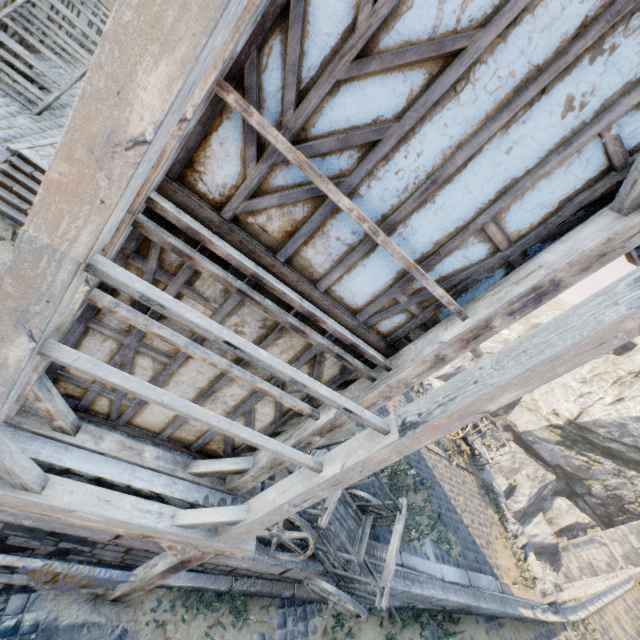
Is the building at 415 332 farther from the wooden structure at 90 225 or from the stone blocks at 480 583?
the stone blocks at 480 583

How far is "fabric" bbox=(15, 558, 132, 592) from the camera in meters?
4.3 m

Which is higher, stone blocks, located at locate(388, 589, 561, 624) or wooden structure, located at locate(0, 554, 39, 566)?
stone blocks, located at locate(388, 589, 561, 624)

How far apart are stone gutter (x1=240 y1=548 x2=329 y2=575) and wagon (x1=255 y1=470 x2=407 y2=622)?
0.0m

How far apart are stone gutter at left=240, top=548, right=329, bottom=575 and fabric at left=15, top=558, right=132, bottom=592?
1.3m

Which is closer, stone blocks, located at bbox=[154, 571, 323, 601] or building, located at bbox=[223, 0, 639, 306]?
building, located at bbox=[223, 0, 639, 306]

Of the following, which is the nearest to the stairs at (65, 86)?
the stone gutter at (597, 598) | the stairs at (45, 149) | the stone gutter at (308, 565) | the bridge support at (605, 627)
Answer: the stairs at (45, 149)

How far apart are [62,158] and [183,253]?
1.0m
